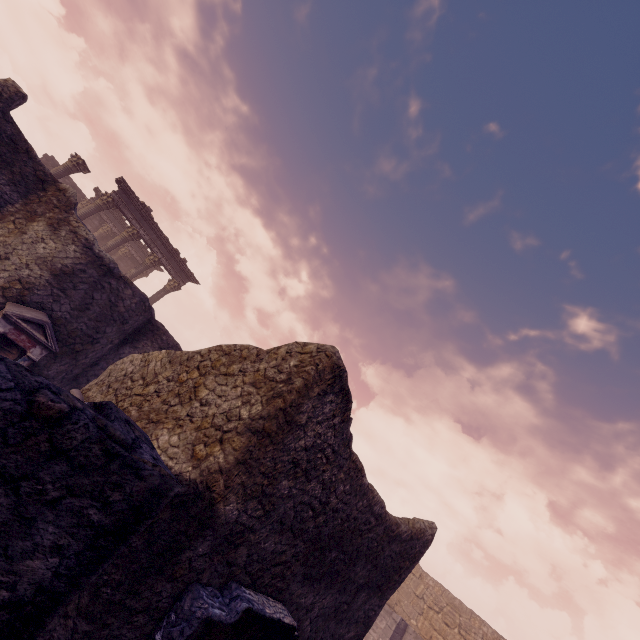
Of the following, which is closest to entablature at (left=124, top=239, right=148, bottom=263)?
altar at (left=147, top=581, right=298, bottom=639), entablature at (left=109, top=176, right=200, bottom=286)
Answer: Answer: entablature at (left=109, top=176, right=200, bottom=286)

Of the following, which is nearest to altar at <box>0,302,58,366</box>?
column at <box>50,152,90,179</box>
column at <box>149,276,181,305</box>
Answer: column at <box>50,152,90,179</box>

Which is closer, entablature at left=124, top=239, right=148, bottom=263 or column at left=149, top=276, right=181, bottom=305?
column at left=149, top=276, right=181, bottom=305

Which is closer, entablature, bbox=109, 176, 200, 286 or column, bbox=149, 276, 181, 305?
entablature, bbox=109, 176, 200, 286

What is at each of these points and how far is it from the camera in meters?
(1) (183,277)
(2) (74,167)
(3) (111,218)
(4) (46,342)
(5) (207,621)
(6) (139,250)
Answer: (1) entablature, 19.0
(2) column, 14.6
(3) entablature, 21.4
(4) altar, 7.0
(5) altar, 2.3
(6) entablature, 23.0

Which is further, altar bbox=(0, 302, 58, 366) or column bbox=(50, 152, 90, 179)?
column bbox=(50, 152, 90, 179)

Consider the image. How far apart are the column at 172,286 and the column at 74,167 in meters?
6.1 m

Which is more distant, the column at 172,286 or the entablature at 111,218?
the entablature at 111,218
